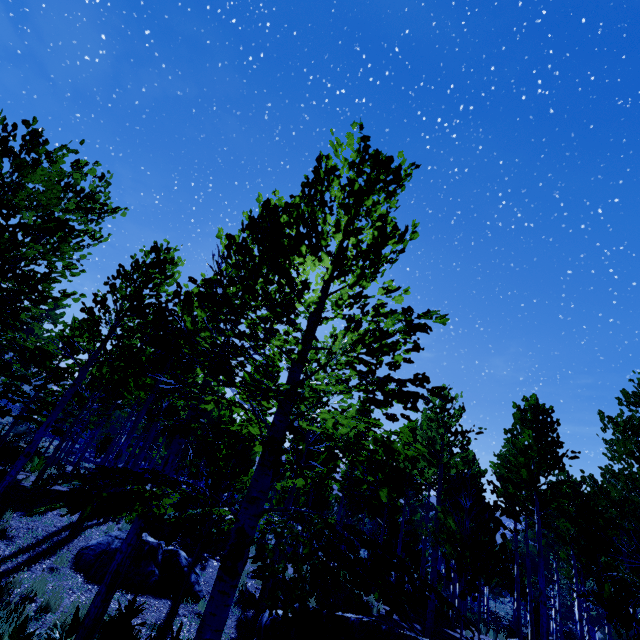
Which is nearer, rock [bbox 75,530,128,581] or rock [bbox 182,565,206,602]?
rock [bbox 75,530,128,581]

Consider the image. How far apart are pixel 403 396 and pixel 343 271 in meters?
1.7

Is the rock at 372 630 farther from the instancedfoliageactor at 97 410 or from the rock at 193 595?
the rock at 193 595

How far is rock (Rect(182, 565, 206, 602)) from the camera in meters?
9.2 m

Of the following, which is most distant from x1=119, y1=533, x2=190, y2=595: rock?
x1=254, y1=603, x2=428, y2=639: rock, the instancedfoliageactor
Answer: x1=254, y1=603, x2=428, y2=639: rock

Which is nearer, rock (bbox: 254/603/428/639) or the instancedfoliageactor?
the instancedfoliageactor

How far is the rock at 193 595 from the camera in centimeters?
917cm
